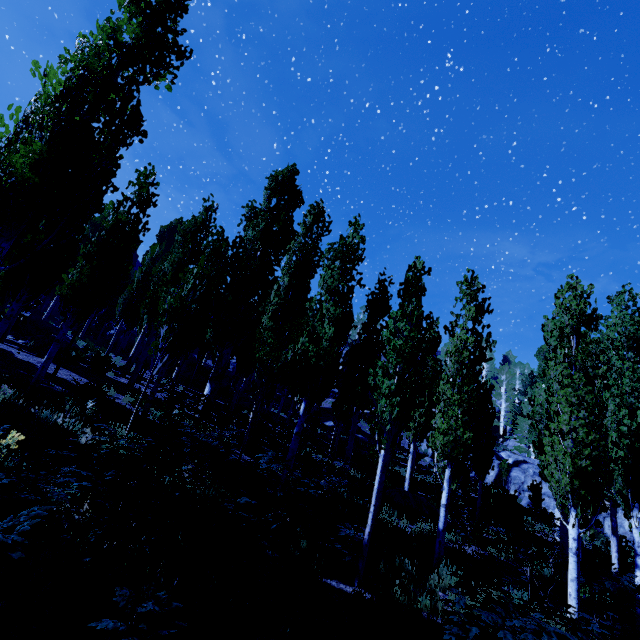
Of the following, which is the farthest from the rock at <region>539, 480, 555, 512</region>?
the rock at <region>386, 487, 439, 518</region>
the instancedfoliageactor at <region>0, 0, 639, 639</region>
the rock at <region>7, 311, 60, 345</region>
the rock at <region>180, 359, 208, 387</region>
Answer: the rock at <region>7, 311, 60, 345</region>

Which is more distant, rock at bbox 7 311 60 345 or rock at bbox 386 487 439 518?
rock at bbox 7 311 60 345

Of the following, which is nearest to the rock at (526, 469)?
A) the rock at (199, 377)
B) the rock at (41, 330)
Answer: the rock at (199, 377)

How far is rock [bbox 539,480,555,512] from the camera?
26.3m

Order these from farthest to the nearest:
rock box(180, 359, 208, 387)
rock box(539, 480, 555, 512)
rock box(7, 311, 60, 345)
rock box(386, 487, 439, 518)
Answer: rock box(180, 359, 208, 387) < rock box(539, 480, 555, 512) < rock box(7, 311, 60, 345) < rock box(386, 487, 439, 518)

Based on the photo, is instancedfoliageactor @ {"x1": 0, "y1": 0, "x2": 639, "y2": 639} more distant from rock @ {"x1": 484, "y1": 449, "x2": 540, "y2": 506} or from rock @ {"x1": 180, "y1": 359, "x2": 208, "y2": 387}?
rock @ {"x1": 180, "y1": 359, "x2": 208, "y2": 387}

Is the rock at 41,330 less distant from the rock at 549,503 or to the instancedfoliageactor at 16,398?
the instancedfoliageactor at 16,398

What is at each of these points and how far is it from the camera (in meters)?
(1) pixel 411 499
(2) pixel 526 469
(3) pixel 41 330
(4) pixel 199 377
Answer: (1) rock, 14.61
(2) rock, 30.06
(3) rock, 18.86
(4) rock, 28.83
